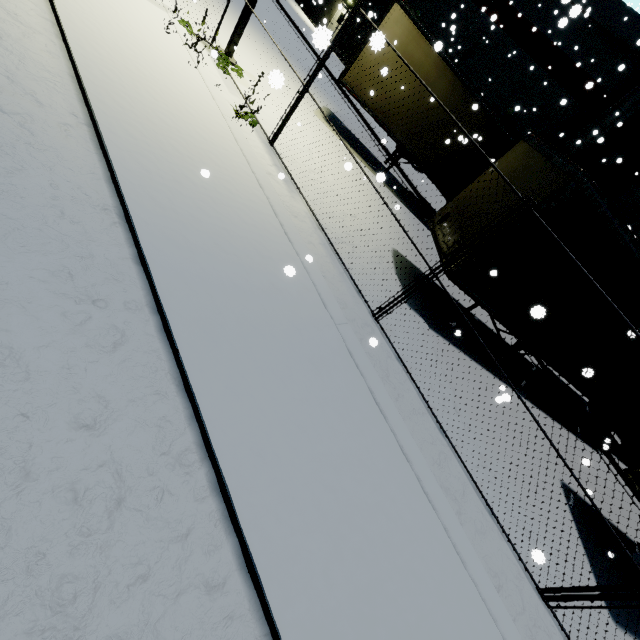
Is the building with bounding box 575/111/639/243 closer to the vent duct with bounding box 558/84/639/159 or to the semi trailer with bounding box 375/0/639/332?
the vent duct with bounding box 558/84/639/159

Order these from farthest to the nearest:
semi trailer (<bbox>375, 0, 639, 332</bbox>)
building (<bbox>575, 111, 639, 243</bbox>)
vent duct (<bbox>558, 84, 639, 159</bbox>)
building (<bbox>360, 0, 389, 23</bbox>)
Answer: building (<bbox>360, 0, 389, 23</bbox>)
building (<bbox>575, 111, 639, 243</bbox>)
vent duct (<bbox>558, 84, 639, 159</bbox>)
semi trailer (<bbox>375, 0, 639, 332</bbox>)

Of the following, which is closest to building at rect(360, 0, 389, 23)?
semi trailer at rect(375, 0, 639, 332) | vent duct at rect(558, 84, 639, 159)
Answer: vent duct at rect(558, 84, 639, 159)

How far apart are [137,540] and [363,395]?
2.99m

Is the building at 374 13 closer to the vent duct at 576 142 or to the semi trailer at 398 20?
the vent duct at 576 142

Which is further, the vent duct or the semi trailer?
the vent duct

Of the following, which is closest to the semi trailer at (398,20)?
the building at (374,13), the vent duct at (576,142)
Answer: the vent duct at (576,142)

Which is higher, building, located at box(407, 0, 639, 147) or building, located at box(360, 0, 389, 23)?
building, located at box(407, 0, 639, 147)
